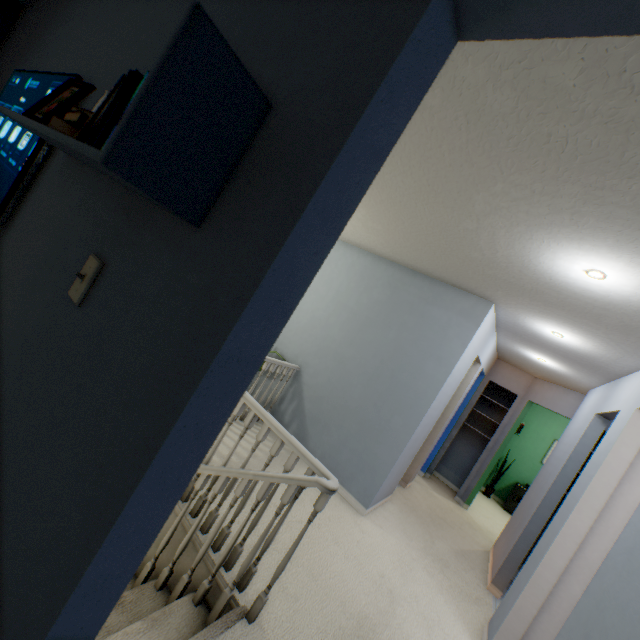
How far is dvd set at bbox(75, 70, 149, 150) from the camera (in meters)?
0.62

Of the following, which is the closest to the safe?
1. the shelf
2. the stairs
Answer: the stairs

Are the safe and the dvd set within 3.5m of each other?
no

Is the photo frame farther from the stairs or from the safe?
the safe

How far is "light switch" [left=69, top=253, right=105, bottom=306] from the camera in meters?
0.8

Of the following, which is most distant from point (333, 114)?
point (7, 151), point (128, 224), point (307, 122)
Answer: point (7, 151)

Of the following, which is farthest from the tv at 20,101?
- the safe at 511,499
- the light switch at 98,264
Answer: the safe at 511,499

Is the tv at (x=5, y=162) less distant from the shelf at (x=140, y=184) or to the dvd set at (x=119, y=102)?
the shelf at (x=140, y=184)
